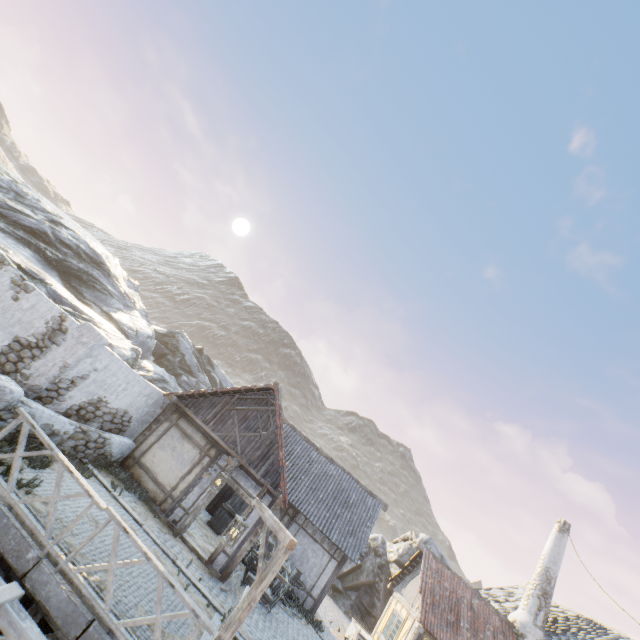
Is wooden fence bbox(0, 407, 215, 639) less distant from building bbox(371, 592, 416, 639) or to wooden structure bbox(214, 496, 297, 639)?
wooden structure bbox(214, 496, 297, 639)

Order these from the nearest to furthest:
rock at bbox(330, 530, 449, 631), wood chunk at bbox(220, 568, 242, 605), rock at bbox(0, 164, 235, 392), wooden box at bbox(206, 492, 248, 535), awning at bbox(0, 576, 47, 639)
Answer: awning at bbox(0, 576, 47, 639) → wood chunk at bbox(220, 568, 242, 605) → wooden box at bbox(206, 492, 248, 535) → rock at bbox(0, 164, 235, 392) → rock at bbox(330, 530, 449, 631)

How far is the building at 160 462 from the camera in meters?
11.5 m

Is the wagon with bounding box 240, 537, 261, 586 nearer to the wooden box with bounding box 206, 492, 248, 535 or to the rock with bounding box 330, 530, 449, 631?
the wooden box with bounding box 206, 492, 248, 535

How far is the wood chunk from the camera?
10.1 meters

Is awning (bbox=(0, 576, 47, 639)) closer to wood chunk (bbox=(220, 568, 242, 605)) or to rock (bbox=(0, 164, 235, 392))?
wood chunk (bbox=(220, 568, 242, 605))

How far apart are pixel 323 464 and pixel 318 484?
1.33m

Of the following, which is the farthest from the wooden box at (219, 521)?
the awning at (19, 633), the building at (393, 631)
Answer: the awning at (19, 633)
